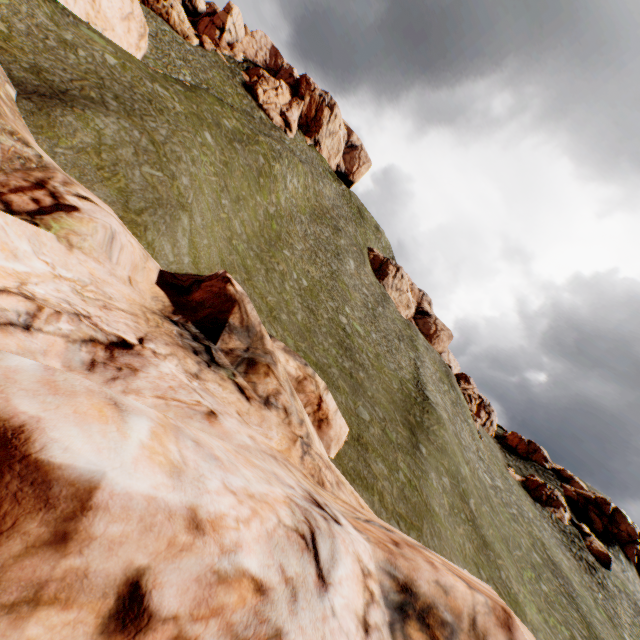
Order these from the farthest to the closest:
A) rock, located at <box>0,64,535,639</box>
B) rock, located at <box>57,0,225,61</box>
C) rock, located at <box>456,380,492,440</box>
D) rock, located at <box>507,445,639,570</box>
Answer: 1. rock, located at <box>456,380,492,440</box>
2. rock, located at <box>507,445,639,570</box>
3. rock, located at <box>57,0,225,61</box>
4. rock, located at <box>0,64,535,639</box>

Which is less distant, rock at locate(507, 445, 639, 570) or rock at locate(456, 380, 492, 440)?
rock at locate(507, 445, 639, 570)

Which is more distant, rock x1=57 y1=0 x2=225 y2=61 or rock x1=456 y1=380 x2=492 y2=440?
rock x1=456 y1=380 x2=492 y2=440

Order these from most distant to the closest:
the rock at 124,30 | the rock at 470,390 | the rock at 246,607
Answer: the rock at 470,390
the rock at 124,30
the rock at 246,607

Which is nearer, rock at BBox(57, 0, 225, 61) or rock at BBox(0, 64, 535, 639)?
rock at BBox(0, 64, 535, 639)

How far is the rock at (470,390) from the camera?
51.18m

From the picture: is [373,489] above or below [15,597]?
below

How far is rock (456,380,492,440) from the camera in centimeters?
5118cm
